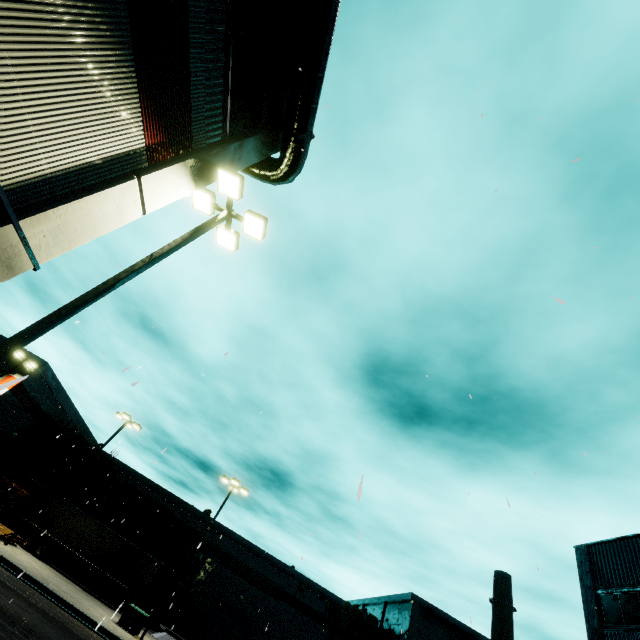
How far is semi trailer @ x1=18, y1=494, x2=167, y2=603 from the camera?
24.61m

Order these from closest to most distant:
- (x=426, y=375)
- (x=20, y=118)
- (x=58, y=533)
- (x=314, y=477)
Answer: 1. (x=20, y=118)
2. (x=426, y=375)
3. (x=314, y=477)
4. (x=58, y=533)

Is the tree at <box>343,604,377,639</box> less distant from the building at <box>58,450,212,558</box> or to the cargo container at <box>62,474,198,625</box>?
the building at <box>58,450,212,558</box>

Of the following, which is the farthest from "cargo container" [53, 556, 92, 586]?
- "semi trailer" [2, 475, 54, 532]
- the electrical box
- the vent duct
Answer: the electrical box

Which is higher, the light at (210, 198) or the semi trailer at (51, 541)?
the light at (210, 198)

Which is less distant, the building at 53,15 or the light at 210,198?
the building at 53,15

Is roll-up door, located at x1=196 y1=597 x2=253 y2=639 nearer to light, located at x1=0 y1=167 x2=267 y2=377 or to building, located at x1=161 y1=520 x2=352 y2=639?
building, located at x1=161 y1=520 x2=352 y2=639

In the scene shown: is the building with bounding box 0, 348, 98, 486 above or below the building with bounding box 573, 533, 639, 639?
below
